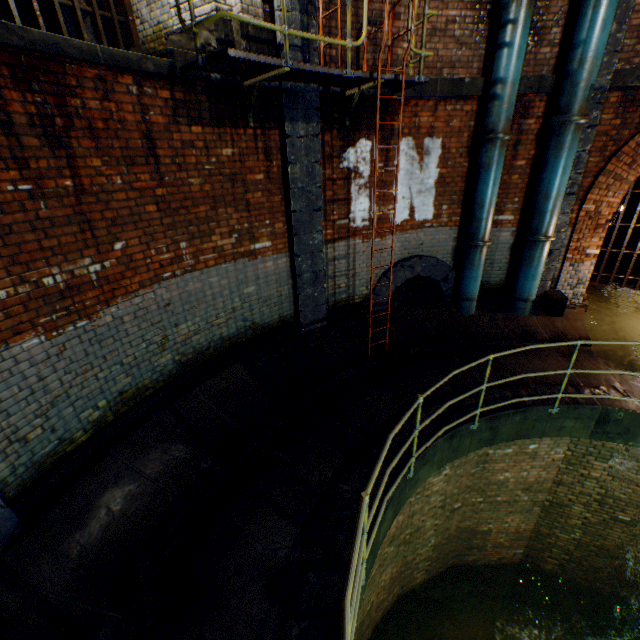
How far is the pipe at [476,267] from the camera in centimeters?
699cm

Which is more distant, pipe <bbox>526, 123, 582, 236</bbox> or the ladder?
pipe <bbox>526, 123, 582, 236</bbox>

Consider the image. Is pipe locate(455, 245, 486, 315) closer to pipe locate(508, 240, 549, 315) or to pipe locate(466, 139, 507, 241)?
pipe locate(466, 139, 507, 241)

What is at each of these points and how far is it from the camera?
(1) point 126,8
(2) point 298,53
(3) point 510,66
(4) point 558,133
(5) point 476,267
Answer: (1) sewer grate, 5.6m
(2) support column, 4.8m
(3) pipe, 5.5m
(4) pipe, 6.0m
(5) pipe, 7.1m

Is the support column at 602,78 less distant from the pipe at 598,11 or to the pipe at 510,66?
the pipe at 598,11

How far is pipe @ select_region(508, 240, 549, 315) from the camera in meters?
6.9 m

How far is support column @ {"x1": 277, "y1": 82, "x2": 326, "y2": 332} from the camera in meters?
5.1 m

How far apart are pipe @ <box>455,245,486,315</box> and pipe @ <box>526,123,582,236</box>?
0.85m
